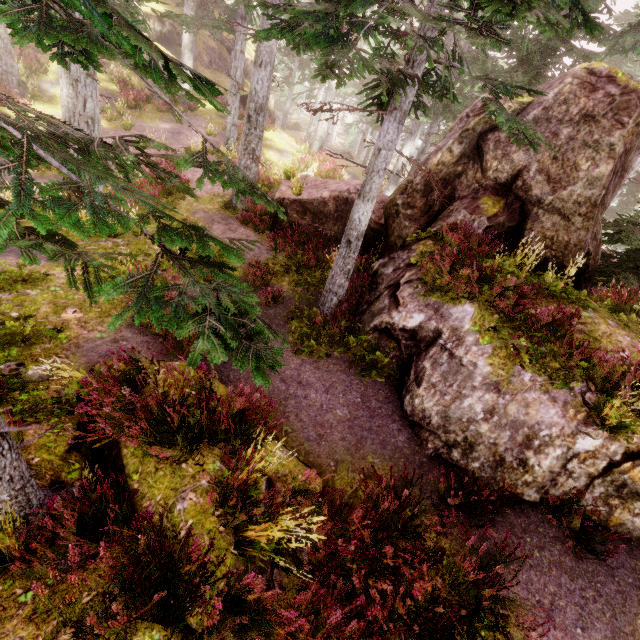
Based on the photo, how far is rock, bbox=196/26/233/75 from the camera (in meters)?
30.42

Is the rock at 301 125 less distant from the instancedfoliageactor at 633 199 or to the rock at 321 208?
the instancedfoliageactor at 633 199

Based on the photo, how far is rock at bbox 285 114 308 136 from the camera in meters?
46.5 m

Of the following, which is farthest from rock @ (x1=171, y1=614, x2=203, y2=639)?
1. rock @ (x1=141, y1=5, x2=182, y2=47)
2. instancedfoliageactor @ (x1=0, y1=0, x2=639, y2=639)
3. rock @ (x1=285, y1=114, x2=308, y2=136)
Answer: rock @ (x1=285, y1=114, x2=308, y2=136)

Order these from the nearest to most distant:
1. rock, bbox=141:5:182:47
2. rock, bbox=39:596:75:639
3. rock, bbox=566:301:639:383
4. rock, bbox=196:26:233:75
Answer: rock, bbox=39:596:75:639, rock, bbox=566:301:639:383, rock, bbox=141:5:182:47, rock, bbox=196:26:233:75

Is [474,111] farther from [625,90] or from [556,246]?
[556,246]

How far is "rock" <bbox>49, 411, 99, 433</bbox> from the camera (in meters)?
5.01

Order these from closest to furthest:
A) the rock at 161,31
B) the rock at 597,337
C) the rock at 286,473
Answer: the rock at 286,473
the rock at 597,337
the rock at 161,31
